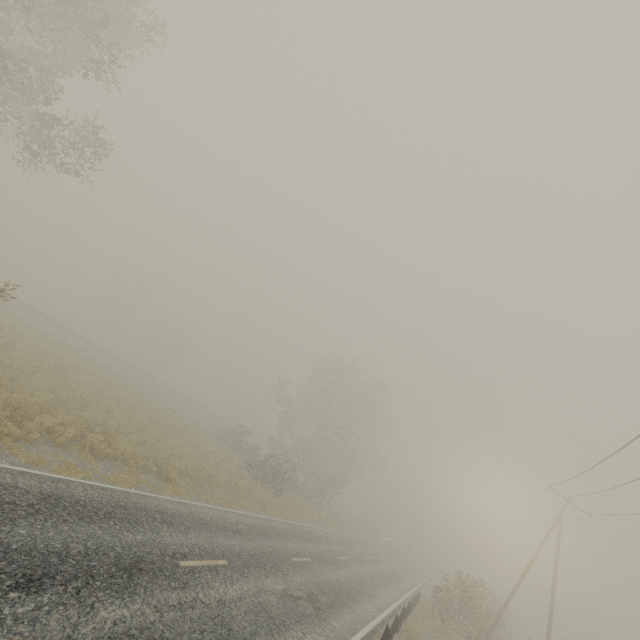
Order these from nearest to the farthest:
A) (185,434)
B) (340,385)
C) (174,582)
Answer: (174,582) < (185,434) < (340,385)

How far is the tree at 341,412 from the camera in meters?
32.9

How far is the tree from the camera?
32.9m
